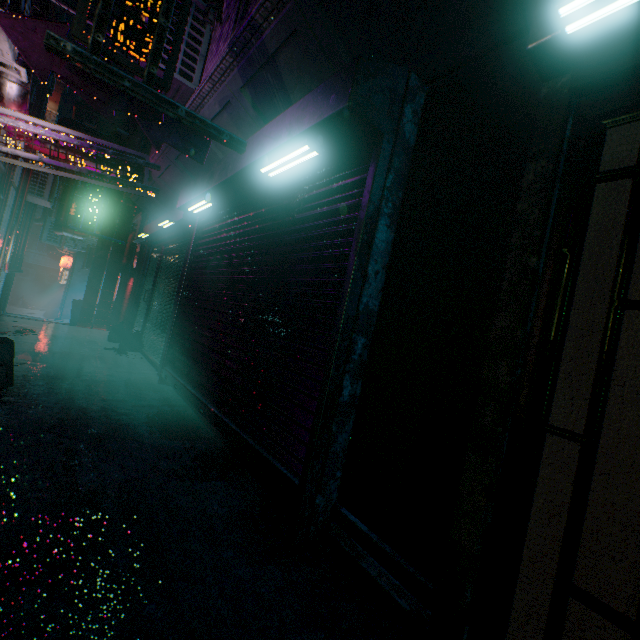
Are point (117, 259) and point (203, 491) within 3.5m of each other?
no

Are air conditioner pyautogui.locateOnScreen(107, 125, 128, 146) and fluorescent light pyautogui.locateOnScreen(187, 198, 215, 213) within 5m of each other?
yes

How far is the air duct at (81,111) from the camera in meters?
8.1

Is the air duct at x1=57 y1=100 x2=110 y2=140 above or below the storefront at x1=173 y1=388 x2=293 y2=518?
above

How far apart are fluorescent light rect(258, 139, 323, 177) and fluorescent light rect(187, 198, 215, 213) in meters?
1.4

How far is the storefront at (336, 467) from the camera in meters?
2.0

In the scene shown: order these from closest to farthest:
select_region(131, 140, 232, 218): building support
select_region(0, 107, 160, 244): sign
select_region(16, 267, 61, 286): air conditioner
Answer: select_region(0, 107, 160, 244): sign, select_region(131, 140, 232, 218): building support, select_region(16, 267, 61, 286): air conditioner

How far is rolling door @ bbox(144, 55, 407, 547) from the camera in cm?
Answer: 191
